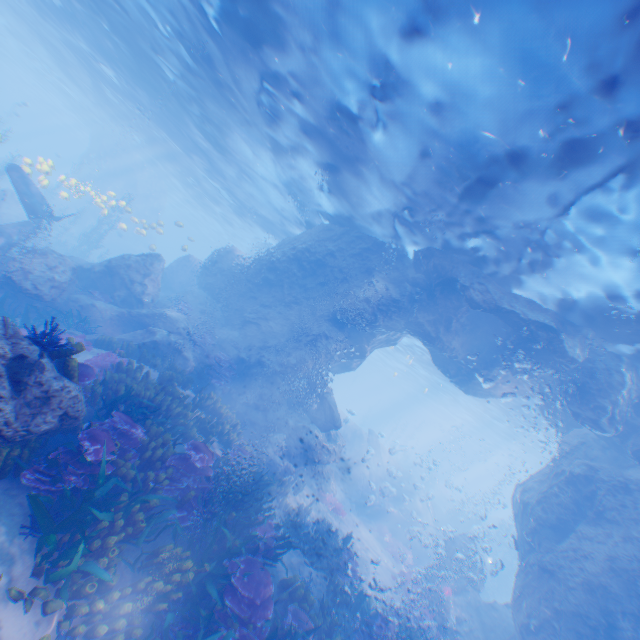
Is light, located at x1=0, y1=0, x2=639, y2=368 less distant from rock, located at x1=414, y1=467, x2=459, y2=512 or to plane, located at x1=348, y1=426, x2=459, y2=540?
plane, located at x1=348, y1=426, x2=459, y2=540

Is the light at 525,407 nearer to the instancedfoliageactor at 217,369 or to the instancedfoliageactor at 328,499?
the instancedfoliageactor at 328,499

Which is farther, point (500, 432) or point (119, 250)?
point (119, 250)

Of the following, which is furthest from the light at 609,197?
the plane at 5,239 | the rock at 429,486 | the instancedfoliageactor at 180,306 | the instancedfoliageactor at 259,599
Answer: the rock at 429,486

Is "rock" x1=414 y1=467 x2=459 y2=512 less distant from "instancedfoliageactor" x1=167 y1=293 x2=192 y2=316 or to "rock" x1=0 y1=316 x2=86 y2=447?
"rock" x1=0 y1=316 x2=86 y2=447

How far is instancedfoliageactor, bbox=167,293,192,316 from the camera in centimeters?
1823cm

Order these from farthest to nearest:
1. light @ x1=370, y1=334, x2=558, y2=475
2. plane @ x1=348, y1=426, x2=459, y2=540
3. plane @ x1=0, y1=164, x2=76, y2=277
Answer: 1. light @ x1=370, y1=334, x2=558, y2=475
2. plane @ x1=348, y1=426, x2=459, y2=540
3. plane @ x1=0, y1=164, x2=76, y2=277

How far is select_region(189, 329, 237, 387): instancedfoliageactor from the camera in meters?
15.3
